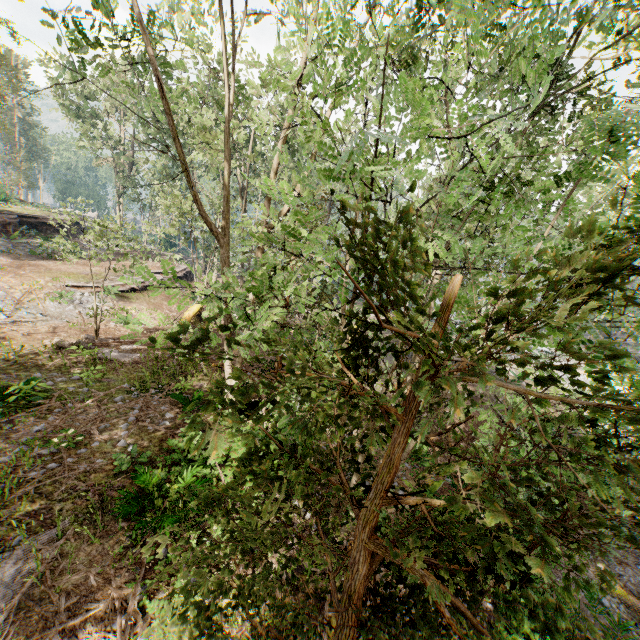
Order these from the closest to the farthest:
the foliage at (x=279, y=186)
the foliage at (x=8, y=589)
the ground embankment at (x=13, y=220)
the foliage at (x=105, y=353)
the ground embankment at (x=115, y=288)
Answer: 1. the foliage at (x=279, y=186)
2. the foliage at (x=8, y=589)
3. the foliage at (x=105, y=353)
4. the ground embankment at (x=115, y=288)
5. the ground embankment at (x=13, y=220)

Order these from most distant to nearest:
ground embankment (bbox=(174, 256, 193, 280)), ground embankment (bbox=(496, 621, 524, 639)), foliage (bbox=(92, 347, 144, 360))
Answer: ground embankment (bbox=(174, 256, 193, 280)) < foliage (bbox=(92, 347, 144, 360)) < ground embankment (bbox=(496, 621, 524, 639))

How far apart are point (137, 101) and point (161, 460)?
10.47m

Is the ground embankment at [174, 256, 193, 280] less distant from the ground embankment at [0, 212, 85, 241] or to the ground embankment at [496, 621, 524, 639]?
the ground embankment at [0, 212, 85, 241]

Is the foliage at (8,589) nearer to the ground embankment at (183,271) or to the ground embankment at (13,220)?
the ground embankment at (183,271)

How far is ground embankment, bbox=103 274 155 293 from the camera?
20.5 meters

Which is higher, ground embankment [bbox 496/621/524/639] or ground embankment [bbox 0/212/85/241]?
ground embankment [bbox 0/212/85/241]

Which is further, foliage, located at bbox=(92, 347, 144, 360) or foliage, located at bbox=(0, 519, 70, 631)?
foliage, located at bbox=(92, 347, 144, 360)
